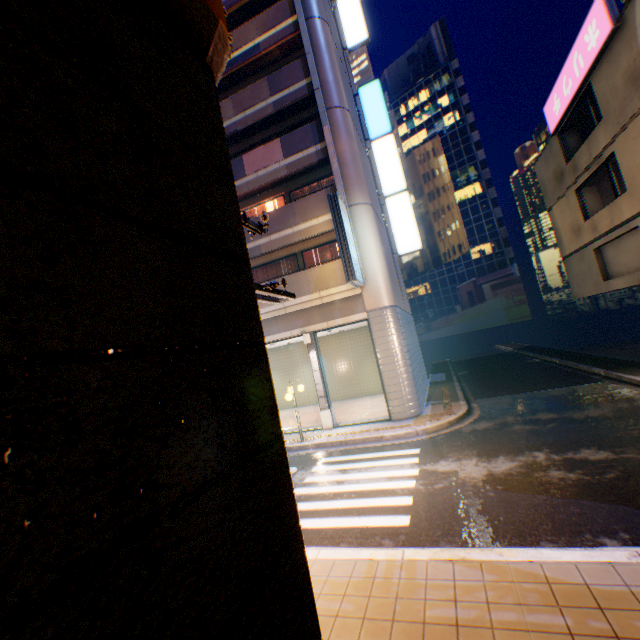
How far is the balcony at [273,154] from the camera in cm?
1403

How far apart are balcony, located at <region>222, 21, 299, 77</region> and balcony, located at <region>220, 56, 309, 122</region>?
1.3m

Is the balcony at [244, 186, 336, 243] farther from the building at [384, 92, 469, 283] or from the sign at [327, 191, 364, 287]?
the building at [384, 92, 469, 283]

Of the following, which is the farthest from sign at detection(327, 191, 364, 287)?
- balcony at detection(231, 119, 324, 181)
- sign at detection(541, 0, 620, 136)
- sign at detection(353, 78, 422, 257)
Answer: sign at detection(541, 0, 620, 136)

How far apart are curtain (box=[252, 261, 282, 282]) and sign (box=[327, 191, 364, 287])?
4.4m

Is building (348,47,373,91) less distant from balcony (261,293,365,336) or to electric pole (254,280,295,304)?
balcony (261,293,365,336)

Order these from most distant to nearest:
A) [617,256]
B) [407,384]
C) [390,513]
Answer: [617,256], [407,384], [390,513]

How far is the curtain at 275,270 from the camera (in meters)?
16.34
